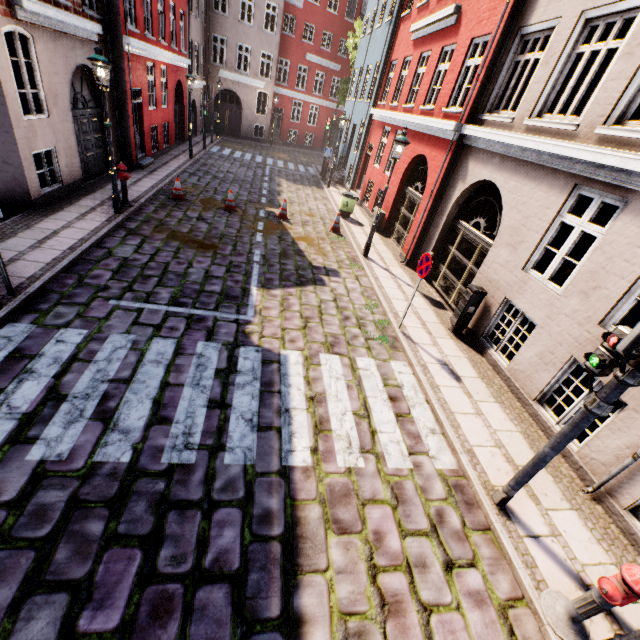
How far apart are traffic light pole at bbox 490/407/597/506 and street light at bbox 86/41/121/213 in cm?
1135

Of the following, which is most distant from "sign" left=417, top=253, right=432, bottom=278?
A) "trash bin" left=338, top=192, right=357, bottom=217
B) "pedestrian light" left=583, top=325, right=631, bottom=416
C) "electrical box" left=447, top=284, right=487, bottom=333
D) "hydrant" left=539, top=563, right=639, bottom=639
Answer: "trash bin" left=338, top=192, right=357, bottom=217

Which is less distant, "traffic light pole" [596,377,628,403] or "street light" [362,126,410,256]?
"traffic light pole" [596,377,628,403]

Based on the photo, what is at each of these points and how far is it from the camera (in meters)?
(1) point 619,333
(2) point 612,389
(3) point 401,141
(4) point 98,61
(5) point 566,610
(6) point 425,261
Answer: (1) pedestrian light, 3.23
(2) traffic light pole, 3.24
(3) street light, 9.15
(4) street light, 7.48
(5) hydrant, 3.42
(6) sign, 6.79

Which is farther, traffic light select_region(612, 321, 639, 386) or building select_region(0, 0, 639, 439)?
building select_region(0, 0, 639, 439)

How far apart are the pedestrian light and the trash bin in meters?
12.3 m

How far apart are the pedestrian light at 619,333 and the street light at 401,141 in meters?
7.9

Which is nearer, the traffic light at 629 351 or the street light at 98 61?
the traffic light at 629 351
